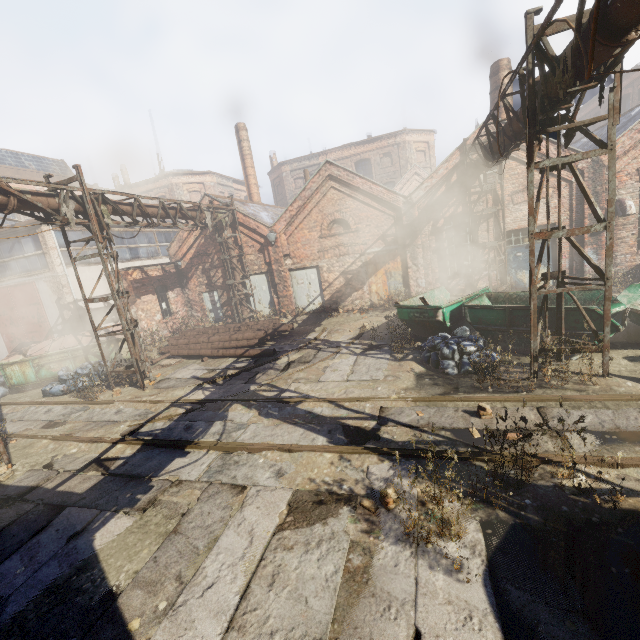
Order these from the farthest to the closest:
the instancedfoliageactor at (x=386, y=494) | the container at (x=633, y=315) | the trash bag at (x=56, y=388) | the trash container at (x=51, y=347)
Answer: the trash container at (x=51, y=347)
the trash bag at (x=56, y=388)
the container at (x=633, y=315)
the instancedfoliageactor at (x=386, y=494)

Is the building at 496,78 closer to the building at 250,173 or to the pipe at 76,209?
the pipe at 76,209

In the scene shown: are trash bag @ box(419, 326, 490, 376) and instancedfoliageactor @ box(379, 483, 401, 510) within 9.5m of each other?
yes

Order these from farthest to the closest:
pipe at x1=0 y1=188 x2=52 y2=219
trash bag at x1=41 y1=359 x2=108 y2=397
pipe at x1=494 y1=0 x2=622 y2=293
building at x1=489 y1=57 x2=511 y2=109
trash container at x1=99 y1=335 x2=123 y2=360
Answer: building at x1=489 y1=57 x2=511 y2=109 < trash container at x1=99 y1=335 x2=123 y2=360 < trash bag at x1=41 y1=359 x2=108 y2=397 < pipe at x1=0 y1=188 x2=52 y2=219 < pipe at x1=494 y1=0 x2=622 y2=293

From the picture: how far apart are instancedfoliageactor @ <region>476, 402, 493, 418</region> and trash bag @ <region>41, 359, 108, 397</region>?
12.6m

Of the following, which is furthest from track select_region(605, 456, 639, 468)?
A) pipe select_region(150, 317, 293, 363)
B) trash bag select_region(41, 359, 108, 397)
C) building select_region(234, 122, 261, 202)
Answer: building select_region(234, 122, 261, 202)

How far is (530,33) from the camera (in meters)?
5.68

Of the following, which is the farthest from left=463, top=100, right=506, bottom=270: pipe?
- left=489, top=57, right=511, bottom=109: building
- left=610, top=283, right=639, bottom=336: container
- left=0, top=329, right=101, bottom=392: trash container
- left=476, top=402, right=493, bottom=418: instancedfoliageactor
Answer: left=0, top=329, right=101, bottom=392: trash container
